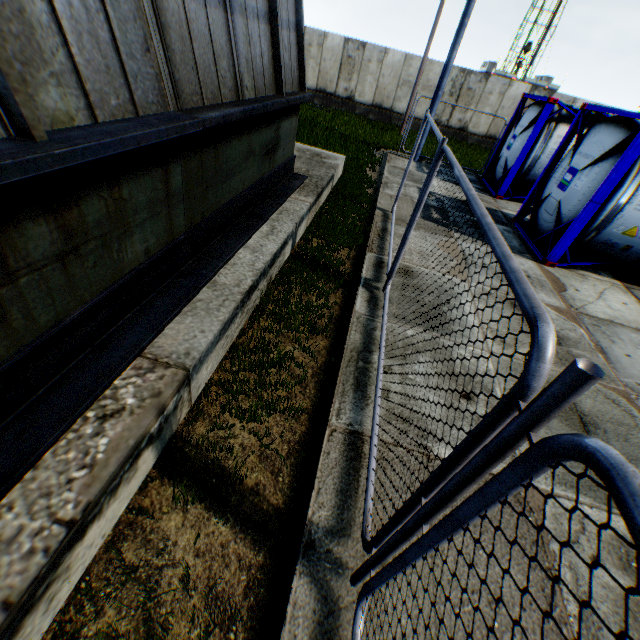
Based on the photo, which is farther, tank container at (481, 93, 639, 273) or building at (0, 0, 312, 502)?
tank container at (481, 93, 639, 273)

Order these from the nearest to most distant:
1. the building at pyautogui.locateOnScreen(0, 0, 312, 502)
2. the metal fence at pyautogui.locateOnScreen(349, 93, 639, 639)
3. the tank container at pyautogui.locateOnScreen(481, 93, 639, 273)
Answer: the metal fence at pyautogui.locateOnScreen(349, 93, 639, 639) < the building at pyautogui.locateOnScreen(0, 0, 312, 502) < the tank container at pyautogui.locateOnScreen(481, 93, 639, 273)

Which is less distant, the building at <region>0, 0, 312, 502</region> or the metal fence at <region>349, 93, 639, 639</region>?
the metal fence at <region>349, 93, 639, 639</region>

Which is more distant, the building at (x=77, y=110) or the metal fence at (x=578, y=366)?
the building at (x=77, y=110)

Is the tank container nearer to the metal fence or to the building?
the metal fence

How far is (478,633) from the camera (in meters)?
2.12

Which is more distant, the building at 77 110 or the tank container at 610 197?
the tank container at 610 197

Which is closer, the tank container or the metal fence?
the metal fence
